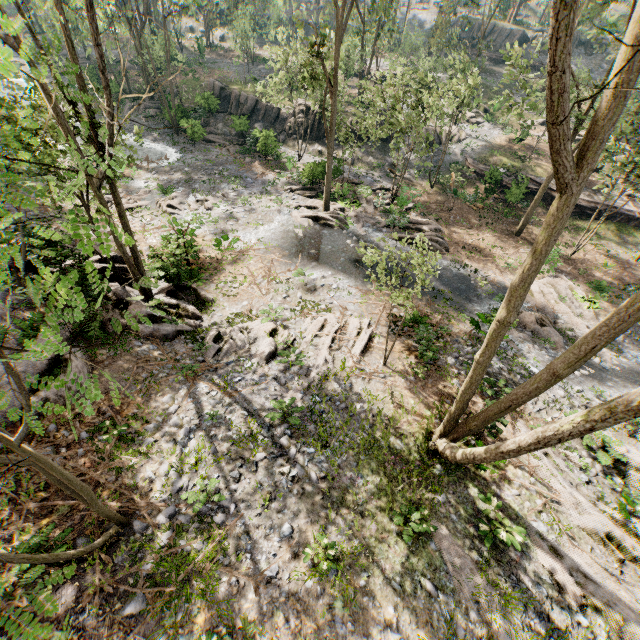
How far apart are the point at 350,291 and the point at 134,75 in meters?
45.0 m

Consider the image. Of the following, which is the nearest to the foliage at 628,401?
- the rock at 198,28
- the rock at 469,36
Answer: the rock at 469,36

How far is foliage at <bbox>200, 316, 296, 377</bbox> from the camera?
12.9 meters

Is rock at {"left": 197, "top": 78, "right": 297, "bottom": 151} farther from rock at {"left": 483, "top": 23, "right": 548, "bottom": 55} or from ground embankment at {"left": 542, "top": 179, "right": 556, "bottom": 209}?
rock at {"left": 483, "top": 23, "right": 548, "bottom": 55}

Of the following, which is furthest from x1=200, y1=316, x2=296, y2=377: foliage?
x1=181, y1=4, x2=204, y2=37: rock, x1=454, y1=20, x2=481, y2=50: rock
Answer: x1=181, y1=4, x2=204, y2=37: rock

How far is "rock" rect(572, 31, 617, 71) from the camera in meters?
45.1

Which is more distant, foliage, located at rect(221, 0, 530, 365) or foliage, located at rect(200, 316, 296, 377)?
foliage, located at rect(221, 0, 530, 365)

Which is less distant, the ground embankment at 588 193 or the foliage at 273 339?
the foliage at 273 339
